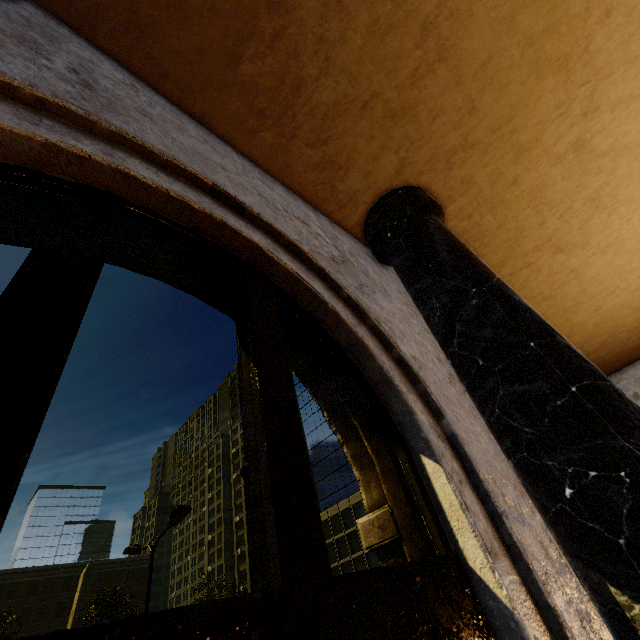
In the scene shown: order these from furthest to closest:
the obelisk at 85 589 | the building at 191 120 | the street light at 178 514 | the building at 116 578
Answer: the building at 116 578, the obelisk at 85 589, the street light at 178 514, the building at 191 120

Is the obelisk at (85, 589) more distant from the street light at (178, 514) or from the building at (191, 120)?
the building at (191, 120)

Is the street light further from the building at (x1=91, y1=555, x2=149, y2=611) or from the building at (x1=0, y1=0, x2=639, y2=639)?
the building at (x1=91, y1=555, x2=149, y2=611)

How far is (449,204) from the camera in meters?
3.4 m

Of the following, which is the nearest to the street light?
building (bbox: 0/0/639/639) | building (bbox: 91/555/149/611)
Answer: building (bbox: 0/0/639/639)

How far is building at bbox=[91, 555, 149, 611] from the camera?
51.16m

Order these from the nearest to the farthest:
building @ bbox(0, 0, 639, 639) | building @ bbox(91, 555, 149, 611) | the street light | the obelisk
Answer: building @ bbox(0, 0, 639, 639), the street light, the obelisk, building @ bbox(91, 555, 149, 611)

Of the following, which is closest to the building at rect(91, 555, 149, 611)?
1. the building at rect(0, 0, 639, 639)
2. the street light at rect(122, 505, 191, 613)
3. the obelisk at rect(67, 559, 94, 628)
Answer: the building at rect(0, 0, 639, 639)
